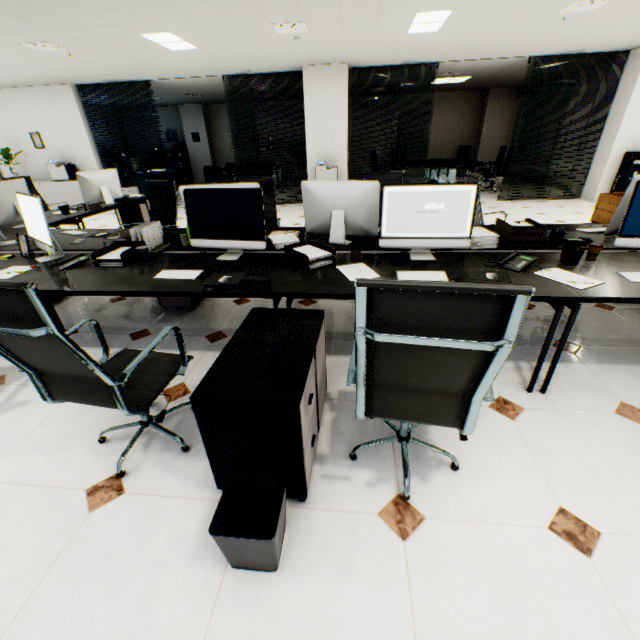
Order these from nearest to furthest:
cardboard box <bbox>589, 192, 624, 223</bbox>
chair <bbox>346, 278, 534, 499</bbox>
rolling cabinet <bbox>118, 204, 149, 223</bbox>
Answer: chair <bbox>346, 278, 534, 499</bbox> < cardboard box <bbox>589, 192, 624, 223</bbox> < rolling cabinet <bbox>118, 204, 149, 223</bbox>

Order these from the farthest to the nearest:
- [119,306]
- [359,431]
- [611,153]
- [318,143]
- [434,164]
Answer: [434,164], [318,143], [611,153], [119,306], [359,431]

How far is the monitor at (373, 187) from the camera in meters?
2.5

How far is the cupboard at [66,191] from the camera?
8.9 meters

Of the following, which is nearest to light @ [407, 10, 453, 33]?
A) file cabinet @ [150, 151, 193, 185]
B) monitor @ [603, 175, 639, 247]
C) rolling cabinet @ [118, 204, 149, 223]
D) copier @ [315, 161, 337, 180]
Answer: copier @ [315, 161, 337, 180]

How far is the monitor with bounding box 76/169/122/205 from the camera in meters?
4.8

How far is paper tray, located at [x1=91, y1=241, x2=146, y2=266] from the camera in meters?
2.4 m

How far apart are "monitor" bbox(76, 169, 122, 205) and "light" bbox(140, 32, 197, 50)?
1.96m
